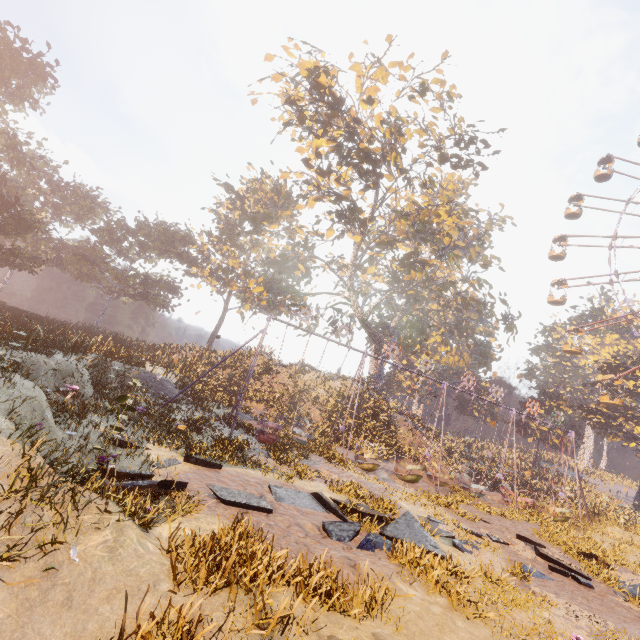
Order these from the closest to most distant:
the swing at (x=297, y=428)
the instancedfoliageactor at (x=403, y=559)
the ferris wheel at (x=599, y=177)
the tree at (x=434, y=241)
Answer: the instancedfoliageactor at (x=403, y=559) → the swing at (x=297, y=428) → the tree at (x=434, y=241) → the ferris wheel at (x=599, y=177)

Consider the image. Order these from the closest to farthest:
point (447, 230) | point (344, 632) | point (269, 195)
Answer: point (344, 632) → point (447, 230) → point (269, 195)

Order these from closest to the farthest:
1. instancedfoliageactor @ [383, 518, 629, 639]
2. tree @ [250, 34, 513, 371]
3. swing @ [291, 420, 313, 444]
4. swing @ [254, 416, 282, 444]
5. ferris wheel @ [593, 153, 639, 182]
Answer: instancedfoliageactor @ [383, 518, 629, 639] → swing @ [254, 416, 282, 444] → swing @ [291, 420, 313, 444] → tree @ [250, 34, 513, 371] → ferris wheel @ [593, 153, 639, 182]

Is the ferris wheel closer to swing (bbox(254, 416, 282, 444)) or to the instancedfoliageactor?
swing (bbox(254, 416, 282, 444))

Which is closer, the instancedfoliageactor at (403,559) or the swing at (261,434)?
the instancedfoliageactor at (403,559)

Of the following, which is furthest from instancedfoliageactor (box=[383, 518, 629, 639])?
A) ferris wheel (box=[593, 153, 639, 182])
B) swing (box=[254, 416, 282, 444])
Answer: ferris wheel (box=[593, 153, 639, 182])

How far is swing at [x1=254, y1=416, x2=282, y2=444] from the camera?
15.0 meters

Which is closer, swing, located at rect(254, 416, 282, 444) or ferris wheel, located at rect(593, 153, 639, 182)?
swing, located at rect(254, 416, 282, 444)
